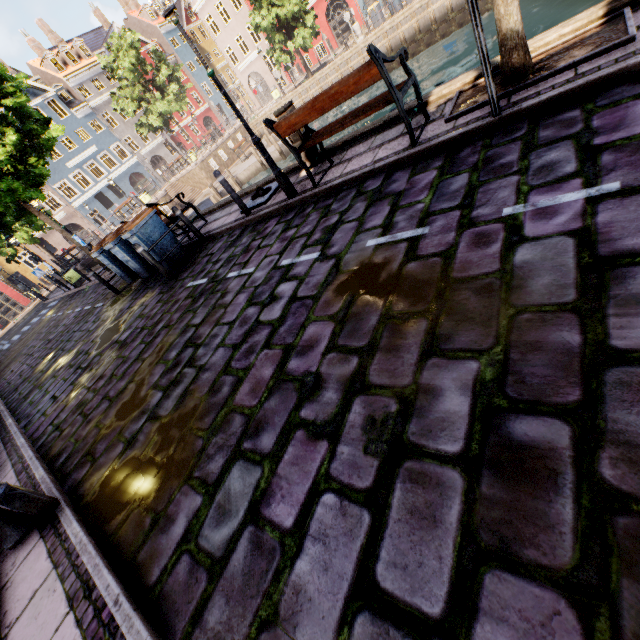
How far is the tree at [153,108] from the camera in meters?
27.7 m

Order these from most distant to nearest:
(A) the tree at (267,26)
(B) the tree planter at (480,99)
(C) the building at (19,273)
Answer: (C) the building at (19,273) → (A) the tree at (267,26) → (B) the tree planter at (480,99)

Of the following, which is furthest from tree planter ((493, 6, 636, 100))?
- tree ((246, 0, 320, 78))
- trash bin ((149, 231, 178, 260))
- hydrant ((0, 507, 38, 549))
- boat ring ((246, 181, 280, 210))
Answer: hydrant ((0, 507, 38, 549))

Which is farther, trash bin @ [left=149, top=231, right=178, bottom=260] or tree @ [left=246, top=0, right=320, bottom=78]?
tree @ [left=246, top=0, right=320, bottom=78]

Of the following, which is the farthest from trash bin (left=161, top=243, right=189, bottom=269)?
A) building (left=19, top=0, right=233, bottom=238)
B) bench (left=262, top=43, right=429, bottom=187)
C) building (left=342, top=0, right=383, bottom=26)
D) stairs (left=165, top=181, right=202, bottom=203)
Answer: building (left=19, top=0, right=233, bottom=238)

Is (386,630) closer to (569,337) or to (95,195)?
(569,337)

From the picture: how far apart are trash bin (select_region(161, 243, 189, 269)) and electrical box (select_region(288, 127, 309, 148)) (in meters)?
3.67

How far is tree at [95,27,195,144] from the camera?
27.66m
